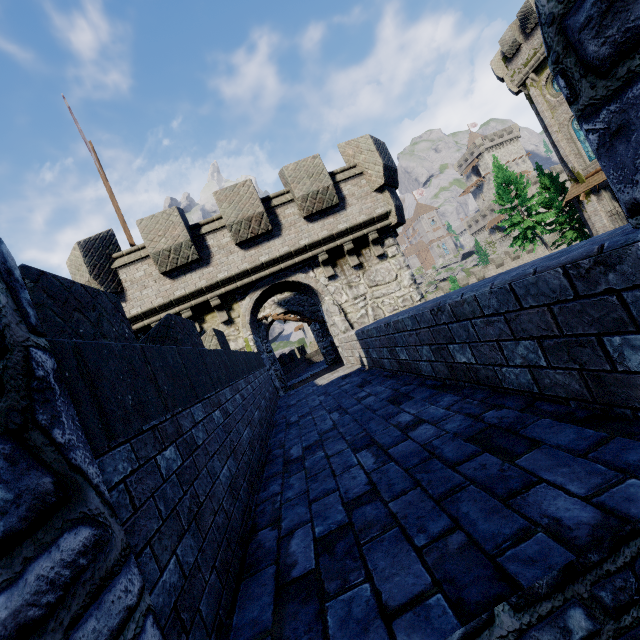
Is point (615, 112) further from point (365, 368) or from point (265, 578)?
point (365, 368)

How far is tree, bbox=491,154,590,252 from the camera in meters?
32.1 m

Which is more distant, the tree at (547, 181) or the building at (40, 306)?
the tree at (547, 181)

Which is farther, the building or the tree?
the tree

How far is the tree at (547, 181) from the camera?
32.1m
